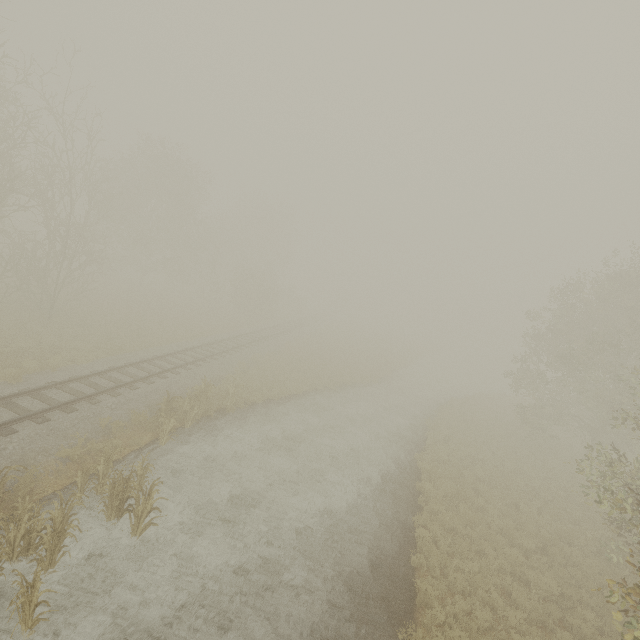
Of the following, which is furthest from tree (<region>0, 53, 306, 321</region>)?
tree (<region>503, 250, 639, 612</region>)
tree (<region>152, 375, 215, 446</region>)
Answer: tree (<region>152, 375, 215, 446</region>)

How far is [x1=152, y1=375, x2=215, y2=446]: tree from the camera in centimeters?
1254cm

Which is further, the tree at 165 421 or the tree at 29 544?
the tree at 165 421

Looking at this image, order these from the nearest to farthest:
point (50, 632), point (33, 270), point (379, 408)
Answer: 1. point (50, 632)
2. point (33, 270)
3. point (379, 408)

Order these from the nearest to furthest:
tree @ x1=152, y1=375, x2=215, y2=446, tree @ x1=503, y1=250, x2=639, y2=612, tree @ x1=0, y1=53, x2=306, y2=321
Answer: tree @ x1=503, y1=250, x2=639, y2=612 → tree @ x1=152, y1=375, x2=215, y2=446 → tree @ x1=0, y1=53, x2=306, y2=321

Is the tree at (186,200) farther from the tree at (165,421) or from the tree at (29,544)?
the tree at (165,421)

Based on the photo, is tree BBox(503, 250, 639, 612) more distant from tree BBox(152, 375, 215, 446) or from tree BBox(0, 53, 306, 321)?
tree BBox(152, 375, 215, 446)

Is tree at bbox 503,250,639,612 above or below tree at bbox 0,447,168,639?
above
